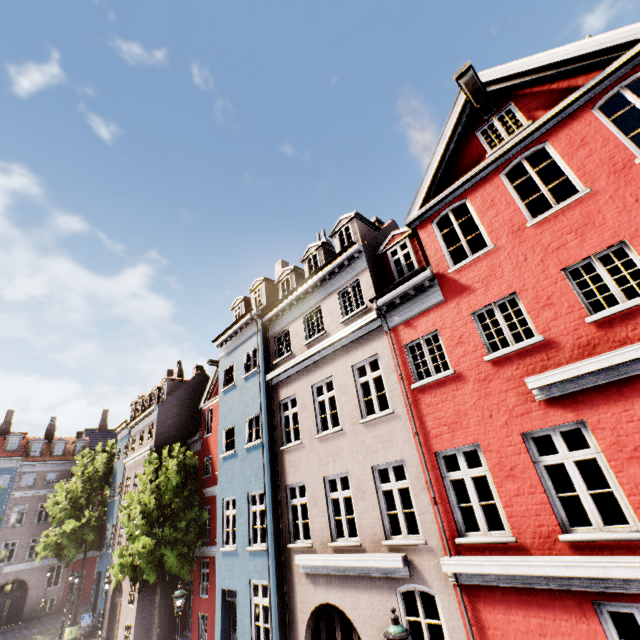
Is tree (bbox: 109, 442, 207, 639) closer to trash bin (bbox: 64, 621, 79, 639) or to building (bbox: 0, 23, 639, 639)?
building (bbox: 0, 23, 639, 639)

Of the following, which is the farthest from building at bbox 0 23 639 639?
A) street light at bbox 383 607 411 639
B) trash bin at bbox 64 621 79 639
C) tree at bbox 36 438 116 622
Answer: tree at bbox 36 438 116 622

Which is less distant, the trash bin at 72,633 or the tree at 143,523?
the tree at 143,523

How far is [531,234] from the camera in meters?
7.3

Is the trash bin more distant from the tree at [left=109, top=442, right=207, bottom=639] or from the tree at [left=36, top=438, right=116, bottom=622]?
the tree at [left=109, top=442, right=207, bottom=639]

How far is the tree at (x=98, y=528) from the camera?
24.72m

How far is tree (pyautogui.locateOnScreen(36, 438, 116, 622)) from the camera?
24.72m

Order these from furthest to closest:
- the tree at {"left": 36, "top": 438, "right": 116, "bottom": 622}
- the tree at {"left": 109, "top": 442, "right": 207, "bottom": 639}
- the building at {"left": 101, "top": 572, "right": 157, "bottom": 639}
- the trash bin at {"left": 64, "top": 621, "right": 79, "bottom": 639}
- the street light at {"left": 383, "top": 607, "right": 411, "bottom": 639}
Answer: the tree at {"left": 36, "top": 438, "right": 116, "bottom": 622}
the trash bin at {"left": 64, "top": 621, "right": 79, "bottom": 639}
the building at {"left": 101, "top": 572, "right": 157, "bottom": 639}
the tree at {"left": 109, "top": 442, "right": 207, "bottom": 639}
the street light at {"left": 383, "top": 607, "right": 411, "bottom": 639}
